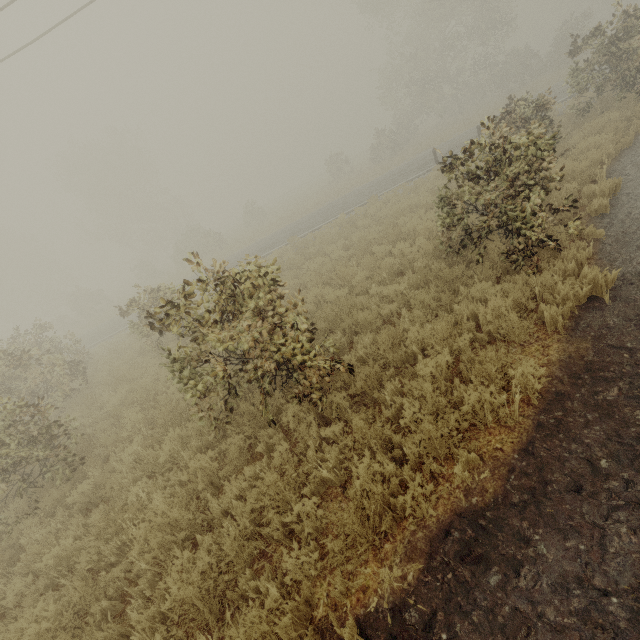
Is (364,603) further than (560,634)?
Yes
